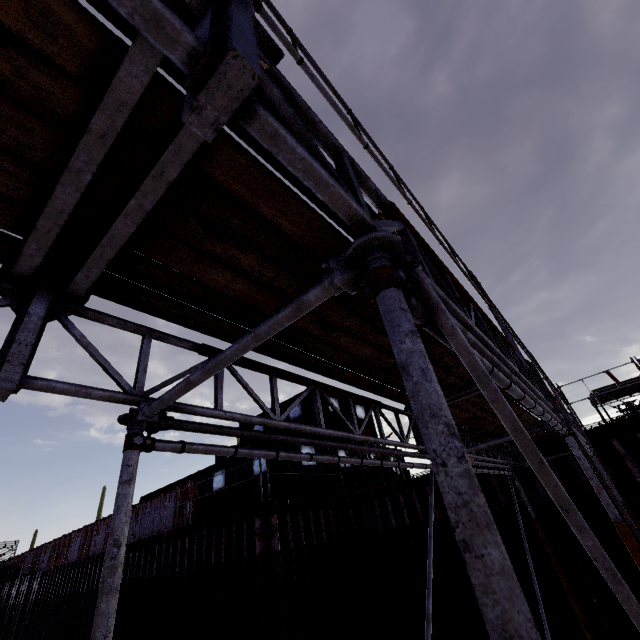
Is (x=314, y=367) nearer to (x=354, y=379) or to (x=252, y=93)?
(x=354, y=379)

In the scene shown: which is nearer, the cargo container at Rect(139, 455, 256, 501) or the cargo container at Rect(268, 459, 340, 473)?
the cargo container at Rect(268, 459, 340, 473)

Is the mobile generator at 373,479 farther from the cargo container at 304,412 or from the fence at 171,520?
the fence at 171,520

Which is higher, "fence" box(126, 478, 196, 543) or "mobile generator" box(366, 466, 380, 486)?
"fence" box(126, 478, 196, 543)

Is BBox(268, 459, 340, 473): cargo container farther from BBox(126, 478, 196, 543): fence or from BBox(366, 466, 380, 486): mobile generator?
BBox(366, 466, 380, 486): mobile generator

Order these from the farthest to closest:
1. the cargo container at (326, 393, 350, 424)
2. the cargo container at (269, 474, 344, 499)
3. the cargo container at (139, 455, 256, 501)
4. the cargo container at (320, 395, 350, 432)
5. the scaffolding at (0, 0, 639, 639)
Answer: the cargo container at (326, 393, 350, 424) → the cargo container at (320, 395, 350, 432) → the cargo container at (139, 455, 256, 501) → the cargo container at (269, 474, 344, 499) → the scaffolding at (0, 0, 639, 639)

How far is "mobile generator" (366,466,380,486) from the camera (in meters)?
12.96

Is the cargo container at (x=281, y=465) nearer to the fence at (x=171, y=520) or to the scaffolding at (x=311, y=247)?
the fence at (x=171, y=520)
